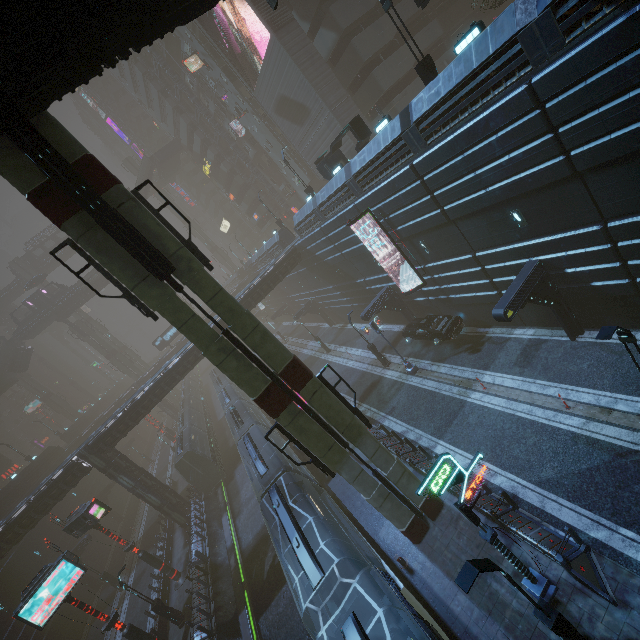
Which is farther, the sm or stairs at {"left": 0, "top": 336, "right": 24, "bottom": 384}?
stairs at {"left": 0, "top": 336, "right": 24, "bottom": 384}

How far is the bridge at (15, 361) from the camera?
51.94m

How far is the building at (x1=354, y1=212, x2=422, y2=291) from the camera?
22.0m

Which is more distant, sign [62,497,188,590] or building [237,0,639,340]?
sign [62,497,188,590]

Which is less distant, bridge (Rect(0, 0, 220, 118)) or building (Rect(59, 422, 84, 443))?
bridge (Rect(0, 0, 220, 118))

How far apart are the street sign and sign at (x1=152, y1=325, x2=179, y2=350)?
53.1m

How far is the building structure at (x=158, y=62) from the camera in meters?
46.3

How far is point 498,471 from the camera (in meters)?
14.21
